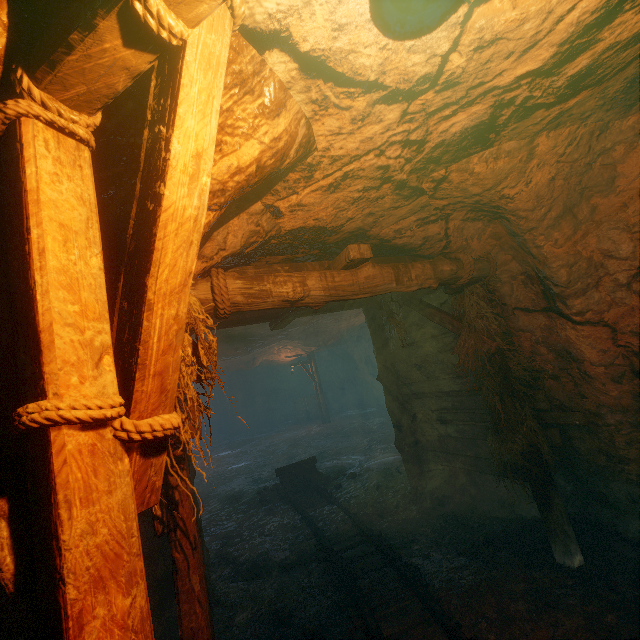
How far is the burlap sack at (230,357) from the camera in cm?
608

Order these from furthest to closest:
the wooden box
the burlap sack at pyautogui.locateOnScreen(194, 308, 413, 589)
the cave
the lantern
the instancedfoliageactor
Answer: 1. the cave
2. the wooden box
3. the burlap sack at pyautogui.locateOnScreen(194, 308, 413, 589)
4. the instancedfoliageactor
5. the lantern

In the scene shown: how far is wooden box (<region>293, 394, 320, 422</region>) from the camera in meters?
23.7

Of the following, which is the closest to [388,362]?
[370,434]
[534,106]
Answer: [534,106]

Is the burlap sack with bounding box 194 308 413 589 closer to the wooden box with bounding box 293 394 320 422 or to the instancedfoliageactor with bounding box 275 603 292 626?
the wooden box with bounding box 293 394 320 422

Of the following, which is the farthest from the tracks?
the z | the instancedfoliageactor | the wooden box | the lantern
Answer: the wooden box

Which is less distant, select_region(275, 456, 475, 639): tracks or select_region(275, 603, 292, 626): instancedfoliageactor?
select_region(275, 456, 475, 639): tracks

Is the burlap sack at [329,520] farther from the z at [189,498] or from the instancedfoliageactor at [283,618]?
the instancedfoliageactor at [283,618]
